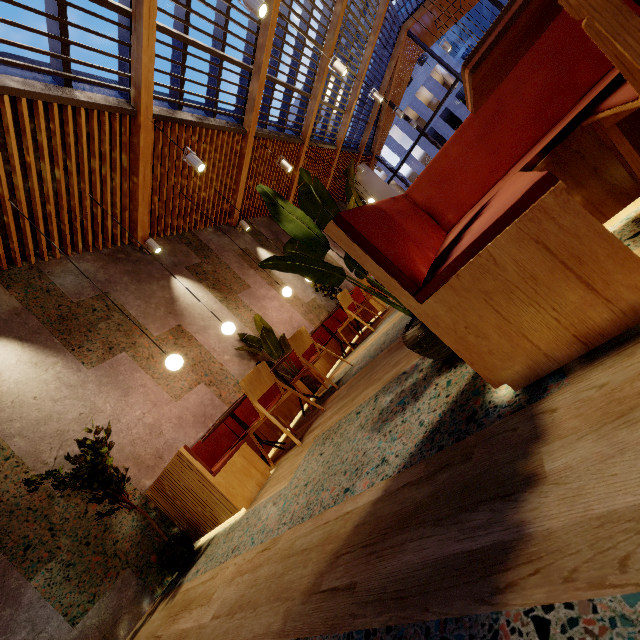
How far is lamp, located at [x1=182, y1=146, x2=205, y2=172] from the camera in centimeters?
464cm

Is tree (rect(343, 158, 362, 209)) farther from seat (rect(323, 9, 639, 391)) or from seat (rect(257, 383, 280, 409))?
seat (rect(257, 383, 280, 409))

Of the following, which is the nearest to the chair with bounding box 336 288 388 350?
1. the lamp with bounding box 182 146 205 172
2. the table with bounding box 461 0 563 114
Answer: the lamp with bounding box 182 146 205 172

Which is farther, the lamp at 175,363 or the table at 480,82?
the lamp at 175,363

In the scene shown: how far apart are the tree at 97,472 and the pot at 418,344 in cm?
315

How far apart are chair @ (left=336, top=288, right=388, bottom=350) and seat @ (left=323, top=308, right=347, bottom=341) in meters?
0.6 m

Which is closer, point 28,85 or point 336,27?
point 28,85

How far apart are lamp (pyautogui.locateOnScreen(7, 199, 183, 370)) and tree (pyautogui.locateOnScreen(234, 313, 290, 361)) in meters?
1.4 m
